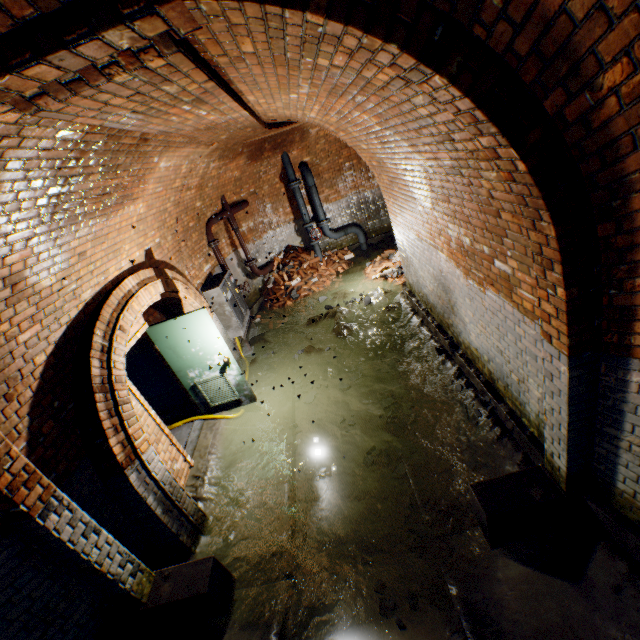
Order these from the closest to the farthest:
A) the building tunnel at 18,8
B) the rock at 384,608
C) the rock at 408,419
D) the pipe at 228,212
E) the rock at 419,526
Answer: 1. the building tunnel at 18,8
2. the rock at 384,608
3. the rock at 419,526
4. the rock at 408,419
5. the pipe at 228,212

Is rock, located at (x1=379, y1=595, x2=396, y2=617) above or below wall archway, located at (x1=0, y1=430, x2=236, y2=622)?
below

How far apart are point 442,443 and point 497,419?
0.79m

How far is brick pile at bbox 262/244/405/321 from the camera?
8.9m

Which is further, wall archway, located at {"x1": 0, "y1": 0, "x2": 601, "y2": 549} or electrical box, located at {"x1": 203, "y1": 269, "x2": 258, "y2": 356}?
electrical box, located at {"x1": 203, "y1": 269, "x2": 258, "y2": 356}

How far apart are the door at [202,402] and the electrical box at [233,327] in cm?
186

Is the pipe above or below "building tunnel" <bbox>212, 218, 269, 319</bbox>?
above

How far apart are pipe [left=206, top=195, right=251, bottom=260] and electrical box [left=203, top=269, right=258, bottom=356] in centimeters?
31cm
